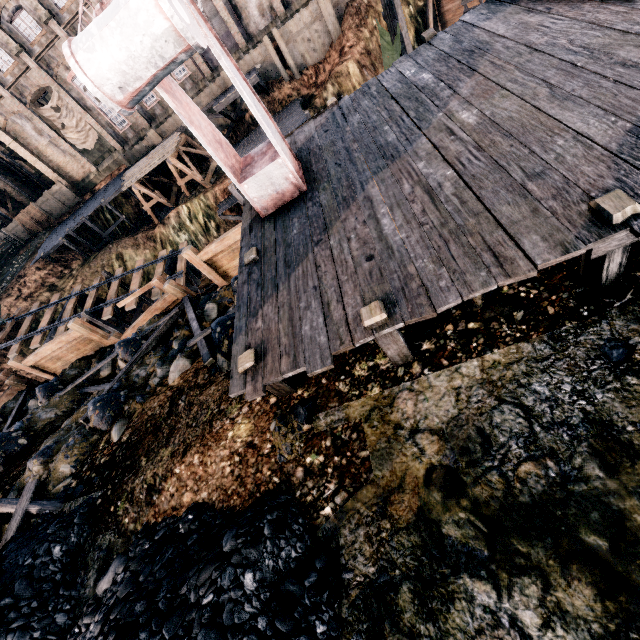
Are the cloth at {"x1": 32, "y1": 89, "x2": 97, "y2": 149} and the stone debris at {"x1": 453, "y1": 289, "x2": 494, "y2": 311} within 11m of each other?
no

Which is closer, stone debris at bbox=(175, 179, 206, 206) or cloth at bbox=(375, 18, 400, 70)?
cloth at bbox=(375, 18, 400, 70)

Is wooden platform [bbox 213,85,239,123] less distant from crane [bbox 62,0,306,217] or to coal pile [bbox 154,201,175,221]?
coal pile [bbox 154,201,175,221]

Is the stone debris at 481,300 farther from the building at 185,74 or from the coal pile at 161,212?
the building at 185,74

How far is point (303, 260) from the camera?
6.4 meters

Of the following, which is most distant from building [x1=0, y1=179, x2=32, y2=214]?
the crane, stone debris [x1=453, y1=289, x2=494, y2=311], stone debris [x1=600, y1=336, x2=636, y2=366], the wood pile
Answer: stone debris [x1=600, y1=336, x2=636, y2=366]

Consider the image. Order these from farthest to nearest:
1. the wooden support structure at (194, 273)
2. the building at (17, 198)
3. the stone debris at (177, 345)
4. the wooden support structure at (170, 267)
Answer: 1. the building at (17, 198)
2. the wooden support structure at (194, 273)
3. the wooden support structure at (170, 267)
4. the stone debris at (177, 345)

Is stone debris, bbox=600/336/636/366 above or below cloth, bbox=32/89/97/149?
below
